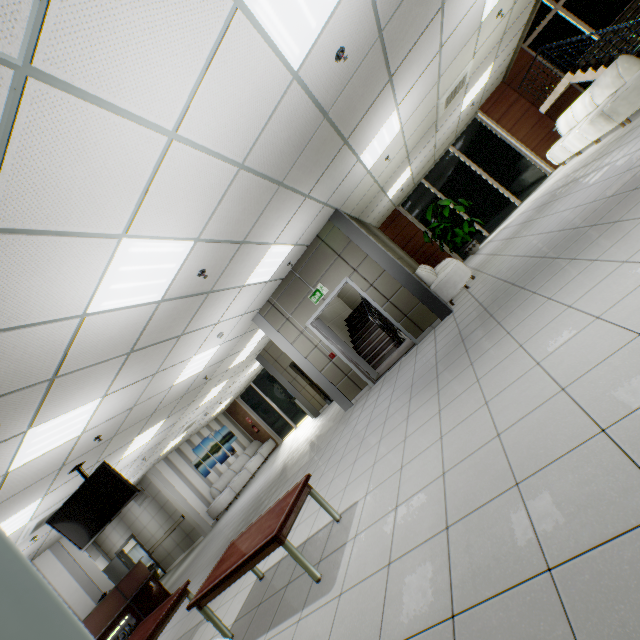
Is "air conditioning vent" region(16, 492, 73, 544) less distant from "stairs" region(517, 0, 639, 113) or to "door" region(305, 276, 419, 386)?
"door" region(305, 276, 419, 386)

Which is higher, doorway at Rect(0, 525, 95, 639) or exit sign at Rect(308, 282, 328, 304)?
exit sign at Rect(308, 282, 328, 304)

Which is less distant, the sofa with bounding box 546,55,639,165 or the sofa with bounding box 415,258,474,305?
the sofa with bounding box 546,55,639,165

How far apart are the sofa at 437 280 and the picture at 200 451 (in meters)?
12.03

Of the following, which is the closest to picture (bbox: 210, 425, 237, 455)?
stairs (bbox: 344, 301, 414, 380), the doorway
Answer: stairs (bbox: 344, 301, 414, 380)

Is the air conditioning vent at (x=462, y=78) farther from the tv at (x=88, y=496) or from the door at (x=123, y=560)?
the door at (x=123, y=560)

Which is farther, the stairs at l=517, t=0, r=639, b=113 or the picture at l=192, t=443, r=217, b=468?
the picture at l=192, t=443, r=217, b=468

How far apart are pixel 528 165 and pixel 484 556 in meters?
13.0 m
